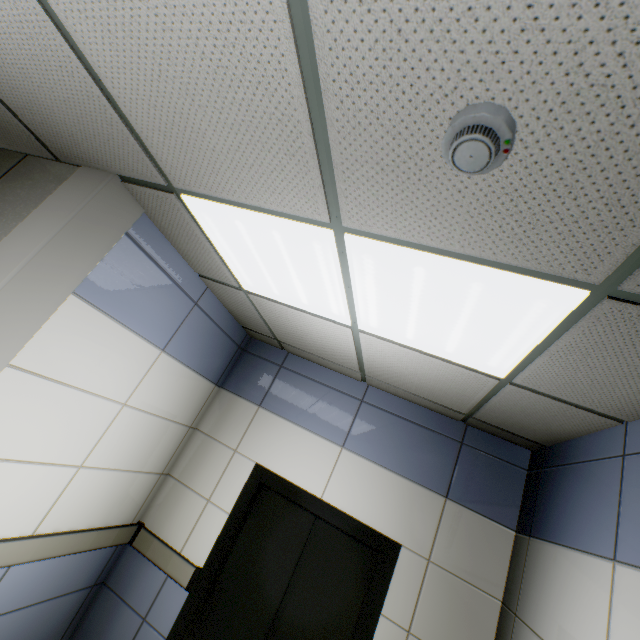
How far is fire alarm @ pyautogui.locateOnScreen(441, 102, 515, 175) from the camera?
0.8 meters

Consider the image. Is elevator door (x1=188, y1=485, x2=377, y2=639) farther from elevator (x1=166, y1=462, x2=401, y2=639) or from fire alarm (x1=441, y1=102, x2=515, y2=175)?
fire alarm (x1=441, y1=102, x2=515, y2=175)

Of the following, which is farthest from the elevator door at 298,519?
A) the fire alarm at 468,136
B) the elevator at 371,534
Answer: the fire alarm at 468,136

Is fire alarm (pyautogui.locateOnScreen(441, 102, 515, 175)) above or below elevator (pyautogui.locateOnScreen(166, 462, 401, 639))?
above

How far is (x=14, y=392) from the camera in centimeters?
183cm

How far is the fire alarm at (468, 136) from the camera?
0.8 meters

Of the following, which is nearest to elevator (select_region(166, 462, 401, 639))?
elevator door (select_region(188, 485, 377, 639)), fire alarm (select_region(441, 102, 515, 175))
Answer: elevator door (select_region(188, 485, 377, 639))
